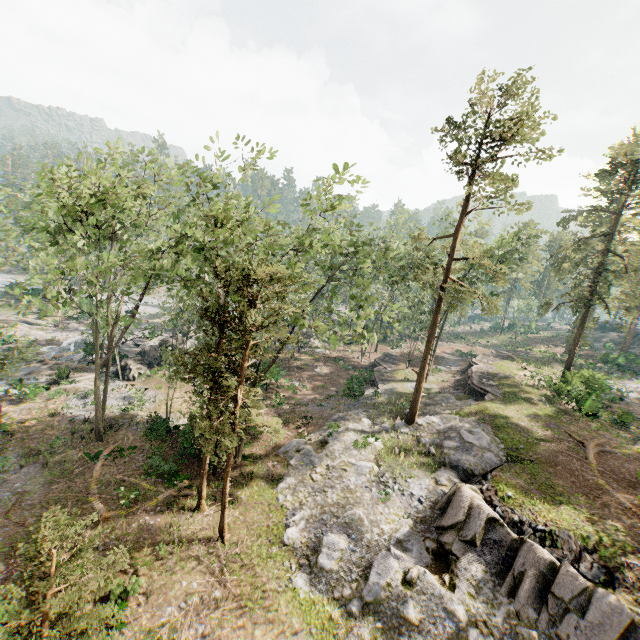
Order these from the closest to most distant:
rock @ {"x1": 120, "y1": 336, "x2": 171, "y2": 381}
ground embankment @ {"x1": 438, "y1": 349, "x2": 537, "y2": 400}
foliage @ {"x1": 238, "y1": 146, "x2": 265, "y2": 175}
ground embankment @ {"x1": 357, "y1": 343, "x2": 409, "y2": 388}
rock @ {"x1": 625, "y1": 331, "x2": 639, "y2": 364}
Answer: foliage @ {"x1": 238, "y1": 146, "x2": 265, "y2": 175} → ground embankment @ {"x1": 438, "y1": 349, "x2": 537, "y2": 400} → rock @ {"x1": 120, "y1": 336, "x2": 171, "y2": 381} → ground embankment @ {"x1": 357, "y1": 343, "x2": 409, "y2": 388} → rock @ {"x1": 625, "y1": 331, "x2": 639, "y2": 364}

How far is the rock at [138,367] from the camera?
32.31m

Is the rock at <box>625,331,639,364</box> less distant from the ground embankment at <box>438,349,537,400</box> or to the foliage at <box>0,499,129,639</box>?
the foliage at <box>0,499,129,639</box>

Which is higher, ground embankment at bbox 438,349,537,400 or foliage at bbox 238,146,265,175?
foliage at bbox 238,146,265,175

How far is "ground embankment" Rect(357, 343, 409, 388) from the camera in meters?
35.7 m

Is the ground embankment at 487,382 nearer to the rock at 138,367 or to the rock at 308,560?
the rock at 308,560

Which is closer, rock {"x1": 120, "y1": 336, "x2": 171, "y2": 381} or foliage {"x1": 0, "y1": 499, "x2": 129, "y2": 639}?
foliage {"x1": 0, "y1": 499, "x2": 129, "y2": 639}

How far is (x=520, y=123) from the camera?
18.8 meters
